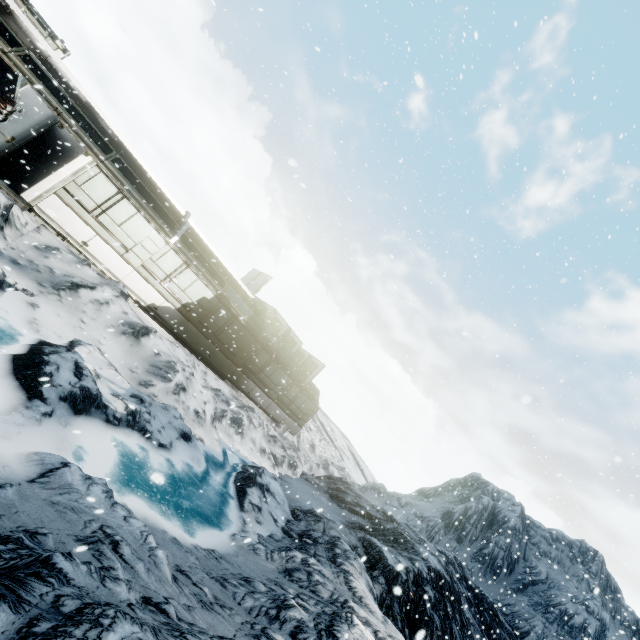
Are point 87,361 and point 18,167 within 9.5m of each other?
yes
